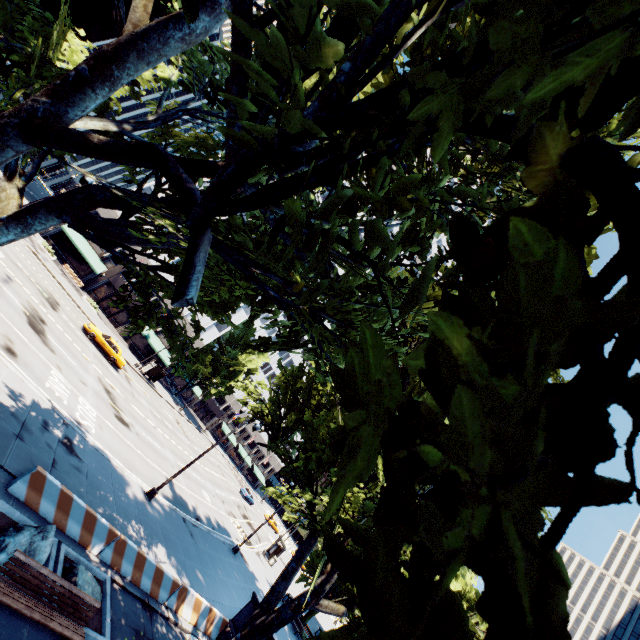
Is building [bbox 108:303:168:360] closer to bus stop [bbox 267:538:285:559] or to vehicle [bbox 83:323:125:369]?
bus stop [bbox 267:538:285:559]

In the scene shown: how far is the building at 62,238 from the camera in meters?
40.4

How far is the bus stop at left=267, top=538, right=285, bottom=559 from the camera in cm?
3978

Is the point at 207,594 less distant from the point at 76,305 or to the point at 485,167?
the point at 485,167

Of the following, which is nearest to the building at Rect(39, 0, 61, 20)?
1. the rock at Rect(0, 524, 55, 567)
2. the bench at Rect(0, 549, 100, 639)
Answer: the rock at Rect(0, 524, 55, 567)

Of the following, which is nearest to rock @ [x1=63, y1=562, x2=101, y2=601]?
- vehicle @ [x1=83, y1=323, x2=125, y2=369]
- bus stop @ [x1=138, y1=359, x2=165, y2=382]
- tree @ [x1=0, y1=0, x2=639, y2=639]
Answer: tree @ [x1=0, y1=0, x2=639, y2=639]

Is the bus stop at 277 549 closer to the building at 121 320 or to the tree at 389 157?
the building at 121 320

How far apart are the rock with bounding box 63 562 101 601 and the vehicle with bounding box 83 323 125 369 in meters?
24.5 m
